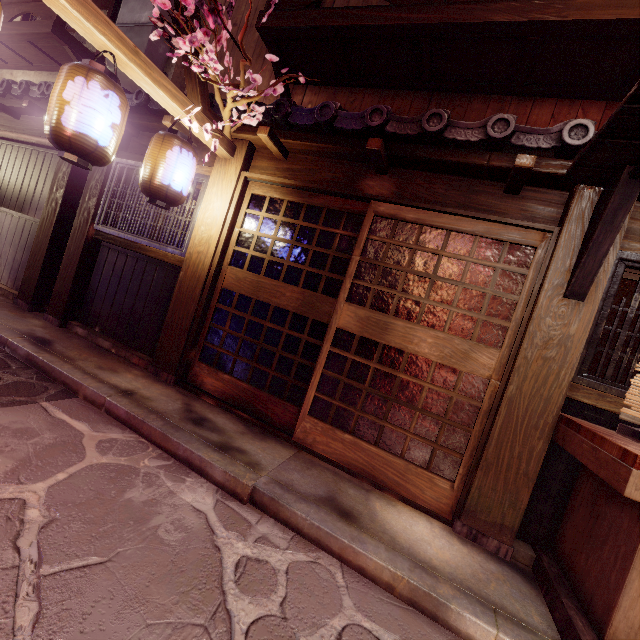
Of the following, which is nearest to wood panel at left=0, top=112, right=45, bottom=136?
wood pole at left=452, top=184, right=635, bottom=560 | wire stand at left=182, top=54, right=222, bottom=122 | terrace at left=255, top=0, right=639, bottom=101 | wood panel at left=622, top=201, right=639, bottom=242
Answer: wire stand at left=182, top=54, right=222, bottom=122

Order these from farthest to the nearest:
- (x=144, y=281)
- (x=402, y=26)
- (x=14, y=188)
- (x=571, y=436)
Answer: (x=14, y=188), (x=144, y=281), (x=402, y=26), (x=571, y=436)

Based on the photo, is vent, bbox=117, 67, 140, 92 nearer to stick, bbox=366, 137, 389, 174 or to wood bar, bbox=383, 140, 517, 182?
wood bar, bbox=383, 140, 517, 182

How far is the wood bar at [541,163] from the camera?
4.96m

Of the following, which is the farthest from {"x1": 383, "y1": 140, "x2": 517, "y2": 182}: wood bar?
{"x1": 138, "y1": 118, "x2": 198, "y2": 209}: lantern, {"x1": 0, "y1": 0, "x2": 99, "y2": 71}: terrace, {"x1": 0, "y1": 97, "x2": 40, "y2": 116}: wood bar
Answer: {"x1": 0, "y1": 0, "x2": 99, "y2": 71}: terrace

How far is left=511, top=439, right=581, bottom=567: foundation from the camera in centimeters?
502cm

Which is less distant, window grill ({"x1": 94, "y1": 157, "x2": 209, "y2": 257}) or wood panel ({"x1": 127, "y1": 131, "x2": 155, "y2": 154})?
window grill ({"x1": 94, "y1": 157, "x2": 209, "y2": 257})

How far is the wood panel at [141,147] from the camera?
8.8m
